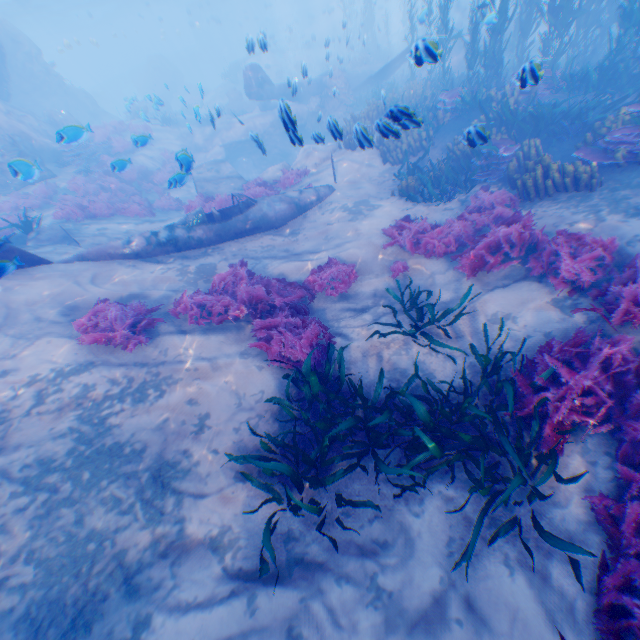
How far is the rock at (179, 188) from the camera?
7.7m

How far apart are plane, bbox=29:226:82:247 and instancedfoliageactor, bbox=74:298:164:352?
3.38m

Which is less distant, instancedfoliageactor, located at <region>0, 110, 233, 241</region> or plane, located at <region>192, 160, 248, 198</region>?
instancedfoliageactor, located at <region>0, 110, 233, 241</region>

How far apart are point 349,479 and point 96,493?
3.6 meters

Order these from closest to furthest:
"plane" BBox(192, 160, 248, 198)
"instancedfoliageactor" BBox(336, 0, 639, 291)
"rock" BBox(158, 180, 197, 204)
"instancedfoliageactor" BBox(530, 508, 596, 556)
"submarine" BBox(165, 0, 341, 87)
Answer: "instancedfoliageactor" BBox(530, 508, 596, 556)
"instancedfoliageactor" BBox(336, 0, 639, 291)
"rock" BBox(158, 180, 197, 204)
"plane" BBox(192, 160, 248, 198)
"submarine" BBox(165, 0, 341, 87)

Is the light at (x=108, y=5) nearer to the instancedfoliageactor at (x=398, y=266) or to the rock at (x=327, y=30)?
the rock at (x=327, y=30)

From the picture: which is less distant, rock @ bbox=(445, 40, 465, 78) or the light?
rock @ bbox=(445, 40, 465, 78)

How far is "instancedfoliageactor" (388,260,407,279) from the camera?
7.06m
